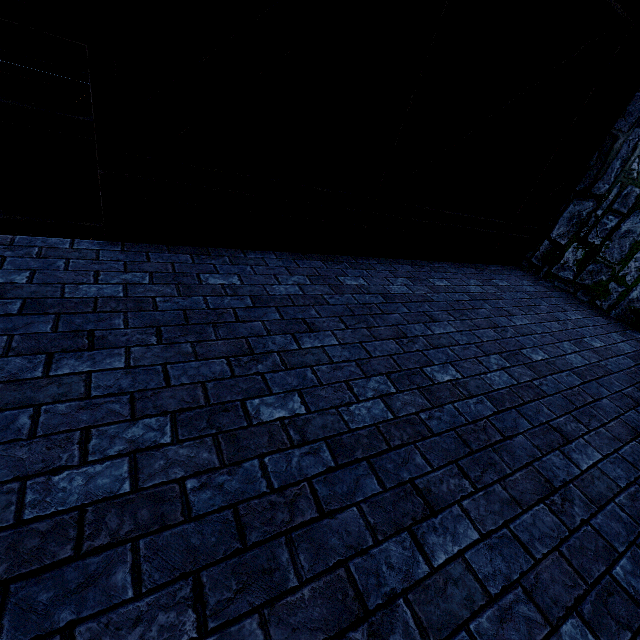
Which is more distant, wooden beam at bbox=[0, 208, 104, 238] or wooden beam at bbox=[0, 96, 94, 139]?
wooden beam at bbox=[0, 208, 104, 238]

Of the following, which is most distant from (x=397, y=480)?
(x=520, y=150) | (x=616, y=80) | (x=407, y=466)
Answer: (x=616, y=80)

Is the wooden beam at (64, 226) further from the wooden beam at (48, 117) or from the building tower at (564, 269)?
the wooden beam at (48, 117)

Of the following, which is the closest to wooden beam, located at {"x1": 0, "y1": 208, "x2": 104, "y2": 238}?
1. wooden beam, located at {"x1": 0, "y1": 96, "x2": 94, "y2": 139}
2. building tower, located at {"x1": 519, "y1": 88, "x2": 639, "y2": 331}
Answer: building tower, located at {"x1": 519, "y1": 88, "x2": 639, "y2": 331}

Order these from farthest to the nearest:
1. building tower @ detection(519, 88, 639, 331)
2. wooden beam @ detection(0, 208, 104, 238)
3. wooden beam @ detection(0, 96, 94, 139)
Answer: wooden beam @ detection(0, 208, 104, 238), wooden beam @ detection(0, 96, 94, 139), building tower @ detection(519, 88, 639, 331)

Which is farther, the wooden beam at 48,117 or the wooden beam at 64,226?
the wooden beam at 64,226

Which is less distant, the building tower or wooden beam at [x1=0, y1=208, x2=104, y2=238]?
the building tower

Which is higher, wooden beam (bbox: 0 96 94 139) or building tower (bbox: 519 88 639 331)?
wooden beam (bbox: 0 96 94 139)
